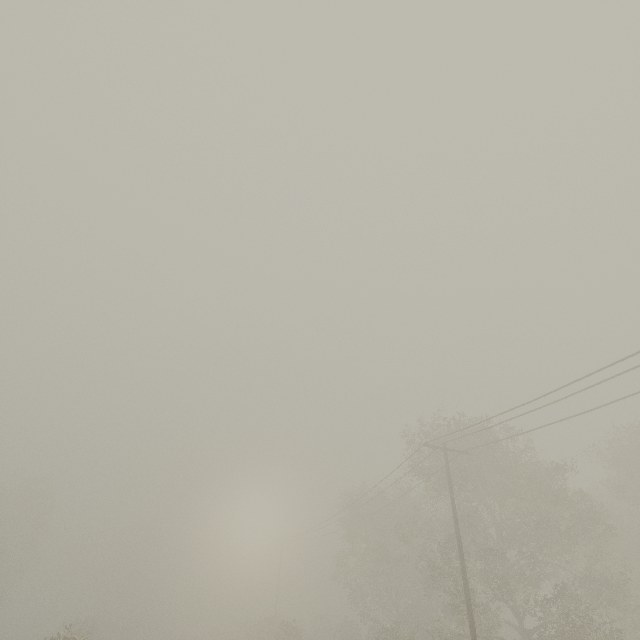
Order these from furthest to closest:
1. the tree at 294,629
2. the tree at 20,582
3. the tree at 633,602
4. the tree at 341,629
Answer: the tree at 20,582 < the tree at 341,629 < the tree at 294,629 < the tree at 633,602

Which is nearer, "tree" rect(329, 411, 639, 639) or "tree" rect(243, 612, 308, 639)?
"tree" rect(329, 411, 639, 639)

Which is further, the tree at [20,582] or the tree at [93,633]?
the tree at [20,582]

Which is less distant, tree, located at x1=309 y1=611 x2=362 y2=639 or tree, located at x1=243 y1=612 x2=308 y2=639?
tree, located at x1=243 y1=612 x2=308 y2=639

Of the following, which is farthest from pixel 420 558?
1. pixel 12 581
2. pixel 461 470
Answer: pixel 12 581

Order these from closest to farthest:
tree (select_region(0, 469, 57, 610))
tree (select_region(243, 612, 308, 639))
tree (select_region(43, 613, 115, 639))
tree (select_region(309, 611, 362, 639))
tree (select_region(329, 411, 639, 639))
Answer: tree (select_region(43, 613, 115, 639)) < tree (select_region(329, 411, 639, 639)) < tree (select_region(243, 612, 308, 639)) < tree (select_region(309, 611, 362, 639)) < tree (select_region(0, 469, 57, 610))
